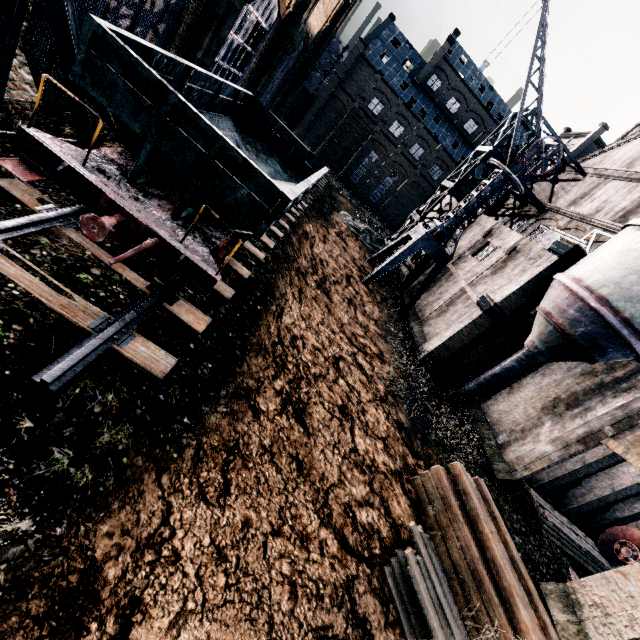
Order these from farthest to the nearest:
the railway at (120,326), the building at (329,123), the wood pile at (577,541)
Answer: the building at (329,123) < the wood pile at (577,541) < the railway at (120,326)

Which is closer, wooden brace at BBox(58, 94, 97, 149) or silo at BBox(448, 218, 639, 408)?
wooden brace at BBox(58, 94, 97, 149)

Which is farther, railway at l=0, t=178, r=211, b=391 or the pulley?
the pulley

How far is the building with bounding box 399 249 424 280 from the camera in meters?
31.9

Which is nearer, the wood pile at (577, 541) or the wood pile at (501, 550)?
the wood pile at (501, 550)

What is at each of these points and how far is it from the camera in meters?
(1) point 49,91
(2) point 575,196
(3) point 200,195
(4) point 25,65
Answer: (1) building, 13.0 m
(2) building, 26.3 m
(3) rail car, 8.0 m
(4) building, 10.9 m

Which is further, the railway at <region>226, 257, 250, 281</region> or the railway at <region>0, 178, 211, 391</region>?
the railway at <region>226, 257, 250, 281</region>

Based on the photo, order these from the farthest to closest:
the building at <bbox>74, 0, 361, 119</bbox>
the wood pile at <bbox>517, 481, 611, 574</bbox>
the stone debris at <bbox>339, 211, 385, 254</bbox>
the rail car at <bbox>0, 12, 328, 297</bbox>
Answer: the stone debris at <bbox>339, 211, 385, 254</bbox>, the wood pile at <bbox>517, 481, 611, 574</bbox>, the building at <bbox>74, 0, 361, 119</bbox>, the rail car at <bbox>0, 12, 328, 297</bbox>
